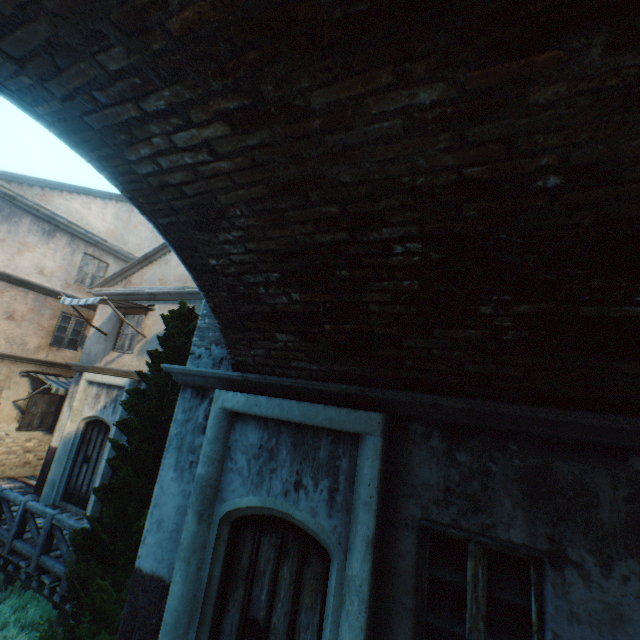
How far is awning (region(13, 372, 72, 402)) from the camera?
10.5 meters

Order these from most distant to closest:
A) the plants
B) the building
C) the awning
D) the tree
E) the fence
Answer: the awning → the fence → the plants → the tree → the building

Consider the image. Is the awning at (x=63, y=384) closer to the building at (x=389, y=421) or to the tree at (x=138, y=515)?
the building at (x=389, y=421)

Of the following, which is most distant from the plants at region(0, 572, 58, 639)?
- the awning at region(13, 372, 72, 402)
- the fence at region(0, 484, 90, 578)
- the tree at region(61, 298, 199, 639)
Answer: the awning at region(13, 372, 72, 402)

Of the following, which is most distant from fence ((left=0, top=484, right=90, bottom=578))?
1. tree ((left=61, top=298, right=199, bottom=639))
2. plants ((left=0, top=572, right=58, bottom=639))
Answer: plants ((left=0, top=572, right=58, bottom=639))

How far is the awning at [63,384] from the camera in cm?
1047

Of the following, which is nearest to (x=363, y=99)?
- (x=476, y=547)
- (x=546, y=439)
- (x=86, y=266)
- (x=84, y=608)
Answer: (x=546, y=439)

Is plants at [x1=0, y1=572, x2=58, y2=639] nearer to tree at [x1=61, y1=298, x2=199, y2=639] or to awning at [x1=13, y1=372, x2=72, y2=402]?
tree at [x1=61, y1=298, x2=199, y2=639]
